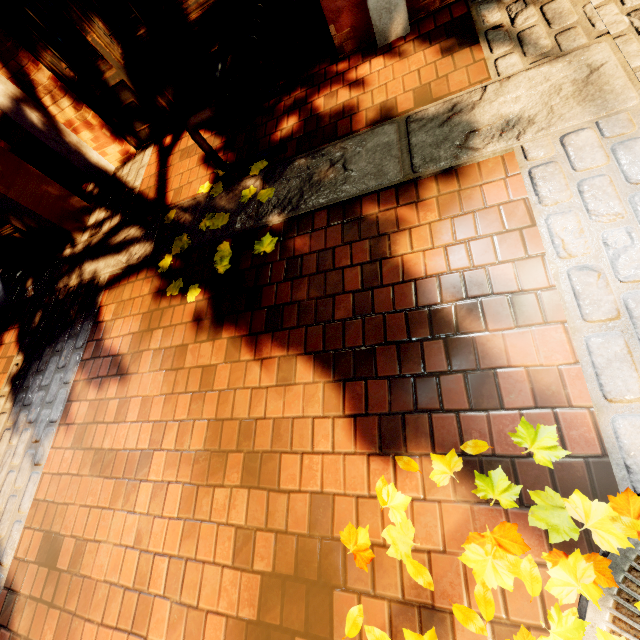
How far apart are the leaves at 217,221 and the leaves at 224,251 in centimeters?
28cm

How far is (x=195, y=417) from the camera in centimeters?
220cm

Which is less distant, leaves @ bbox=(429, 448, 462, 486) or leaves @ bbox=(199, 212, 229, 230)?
leaves @ bbox=(429, 448, 462, 486)

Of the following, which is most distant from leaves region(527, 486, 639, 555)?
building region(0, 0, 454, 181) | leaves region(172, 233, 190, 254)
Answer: building region(0, 0, 454, 181)

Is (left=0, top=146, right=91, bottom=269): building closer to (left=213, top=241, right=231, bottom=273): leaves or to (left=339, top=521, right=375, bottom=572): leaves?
(left=213, top=241, right=231, bottom=273): leaves

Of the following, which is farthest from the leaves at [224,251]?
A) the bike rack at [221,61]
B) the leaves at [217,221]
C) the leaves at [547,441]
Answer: the leaves at [547,441]

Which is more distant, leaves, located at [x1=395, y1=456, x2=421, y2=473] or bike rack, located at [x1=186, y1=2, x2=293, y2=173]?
bike rack, located at [x1=186, y1=2, x2=293, y2=173]
